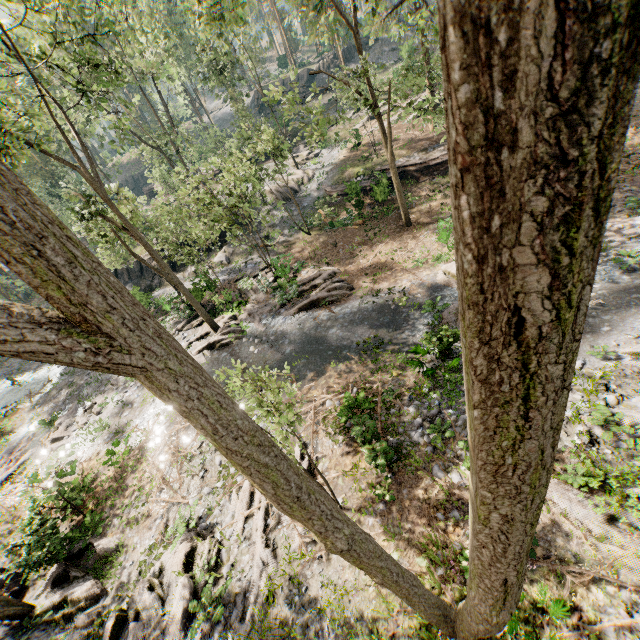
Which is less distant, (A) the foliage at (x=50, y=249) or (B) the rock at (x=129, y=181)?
(A) the foliage at (x=50, y=249)

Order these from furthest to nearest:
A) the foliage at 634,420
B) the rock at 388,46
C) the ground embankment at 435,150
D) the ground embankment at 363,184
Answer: the rock at 388,46
the ground embankment at 435,150
the ground embankment at 363,184
the foliage at 634,420

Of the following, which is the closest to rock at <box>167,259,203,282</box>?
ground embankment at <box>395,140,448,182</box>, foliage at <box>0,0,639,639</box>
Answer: foliage at <box>0,0,639,639</box>

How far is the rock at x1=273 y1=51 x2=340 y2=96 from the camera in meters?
49.1

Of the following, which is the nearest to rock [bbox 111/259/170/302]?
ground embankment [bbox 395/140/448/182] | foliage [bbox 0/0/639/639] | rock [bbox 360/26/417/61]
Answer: foliage [bbox 0/0/639/639]

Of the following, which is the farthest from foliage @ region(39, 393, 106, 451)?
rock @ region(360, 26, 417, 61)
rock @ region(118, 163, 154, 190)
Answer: rock @ region(118, 163, 154, 190)

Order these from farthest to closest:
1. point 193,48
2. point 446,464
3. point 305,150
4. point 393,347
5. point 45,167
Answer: point 45,167 < point 193,48 < point 305,150 < point 393,347 < point 446,464
